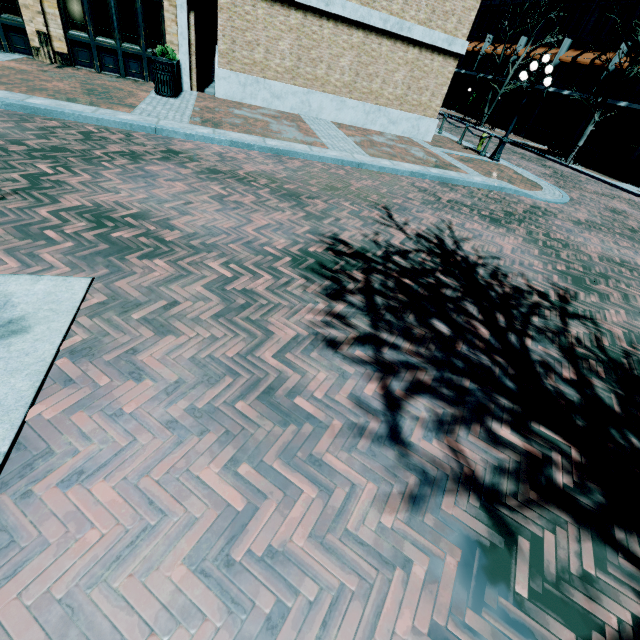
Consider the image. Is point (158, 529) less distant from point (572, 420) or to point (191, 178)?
point (572, 420)

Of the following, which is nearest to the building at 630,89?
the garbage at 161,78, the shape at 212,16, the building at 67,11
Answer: the building at 67,11

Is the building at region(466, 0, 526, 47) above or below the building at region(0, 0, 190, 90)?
above

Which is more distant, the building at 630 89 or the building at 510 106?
the building at 510 106

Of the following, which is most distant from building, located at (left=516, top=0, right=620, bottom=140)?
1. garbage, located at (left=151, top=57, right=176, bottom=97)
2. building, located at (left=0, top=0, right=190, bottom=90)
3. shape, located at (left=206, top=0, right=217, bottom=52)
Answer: shape, located at (left=206, top=0, right=217, bottom=52)

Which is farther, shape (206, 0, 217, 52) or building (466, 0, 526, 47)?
building (466, 0, 526, 47)

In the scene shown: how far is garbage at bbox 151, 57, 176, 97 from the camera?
9.2m

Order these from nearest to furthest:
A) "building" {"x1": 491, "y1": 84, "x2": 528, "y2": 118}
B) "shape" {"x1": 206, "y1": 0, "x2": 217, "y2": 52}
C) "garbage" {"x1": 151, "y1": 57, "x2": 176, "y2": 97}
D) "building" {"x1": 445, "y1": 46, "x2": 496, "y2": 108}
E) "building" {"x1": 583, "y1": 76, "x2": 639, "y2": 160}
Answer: "garbage" {"x1": 151, "y1": 57, "x2": 176, "y2": 97} → "building" {"x1": 583, "y1": 76, "x2": 639, "y2": 160} → "shape" {"x1": 206, "y1": 0, "x2": 217, "y2": 52} → "building" {"x1": 491, "y1": 84, "x2": 528, "y2": 118} → "building" {"x1": 445, "y1": 46, "x2": 496, "y2": 108}
